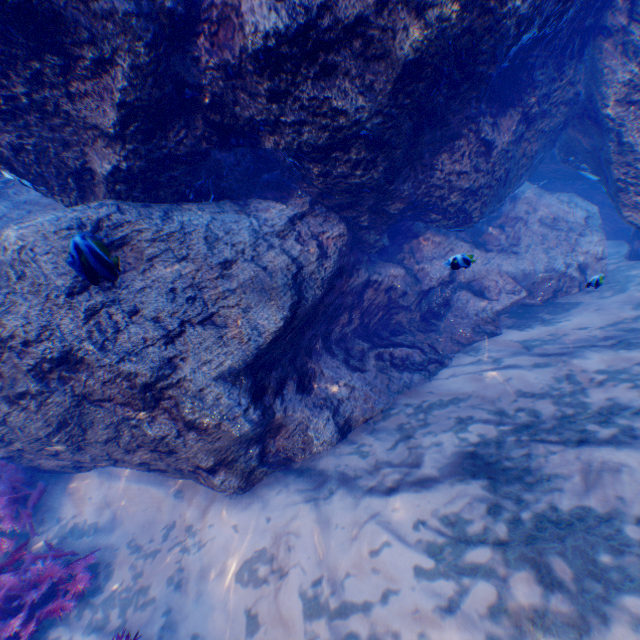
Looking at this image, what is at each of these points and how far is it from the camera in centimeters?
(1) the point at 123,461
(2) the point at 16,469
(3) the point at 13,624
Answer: (1) rock, 459cm
(2) instancedfoliageactor, 479cm
(3) instancedfoliageactor, 360cm

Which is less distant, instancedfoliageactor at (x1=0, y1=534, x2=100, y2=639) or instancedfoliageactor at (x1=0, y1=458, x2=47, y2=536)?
instancedfoliageactor at (x1=0, y1=534, x2=100, y2=639)

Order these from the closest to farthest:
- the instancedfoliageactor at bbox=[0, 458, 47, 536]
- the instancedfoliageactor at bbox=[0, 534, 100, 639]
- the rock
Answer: the rock → the instancedfoliageactor at bbox=[0, 534, 100, 639] → the instancedfoliageactor at bbox=[0, 458, 47, 536]

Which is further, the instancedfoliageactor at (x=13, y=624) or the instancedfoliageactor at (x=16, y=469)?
the instancedfoliageactor at (x=16, y=469)

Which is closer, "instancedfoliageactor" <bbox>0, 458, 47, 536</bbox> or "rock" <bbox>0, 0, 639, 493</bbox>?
"rock" <bbox>0, 0, 639, 493</bbox>

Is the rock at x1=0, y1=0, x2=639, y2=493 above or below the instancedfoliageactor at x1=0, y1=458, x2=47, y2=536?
above

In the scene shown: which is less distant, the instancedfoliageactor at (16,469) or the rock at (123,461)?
the rock at (123,461)
